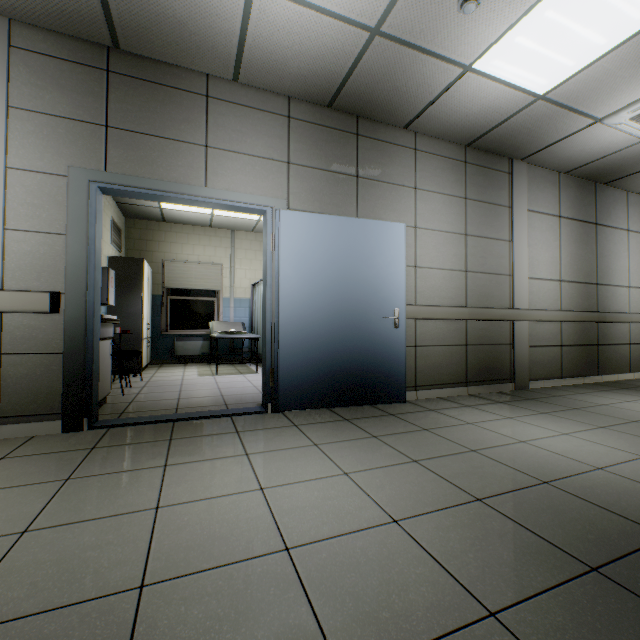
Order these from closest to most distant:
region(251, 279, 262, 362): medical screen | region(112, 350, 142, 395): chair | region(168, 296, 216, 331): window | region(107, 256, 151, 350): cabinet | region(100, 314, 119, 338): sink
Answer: region(100, 314, 119, 338): sink → region(112, 350, 142, 395): chair → region(107, 256, 151, 350): cabinet → region(251, 279, 262, 362): medical screen → region(168, 296, 216, 331): window

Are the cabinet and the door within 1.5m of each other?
no

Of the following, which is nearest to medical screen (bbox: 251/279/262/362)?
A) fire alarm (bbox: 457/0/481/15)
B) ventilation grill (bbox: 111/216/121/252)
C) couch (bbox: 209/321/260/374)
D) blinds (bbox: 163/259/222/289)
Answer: couch (bbox: 209/321/260/374)

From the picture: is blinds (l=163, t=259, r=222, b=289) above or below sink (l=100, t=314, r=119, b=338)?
above

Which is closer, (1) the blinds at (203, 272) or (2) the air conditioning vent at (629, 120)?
(2) the air conditioning vent at (629, 120)

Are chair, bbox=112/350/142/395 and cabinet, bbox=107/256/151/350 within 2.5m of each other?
yes

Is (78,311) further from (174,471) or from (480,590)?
(480,590)

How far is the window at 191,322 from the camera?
7.6 meters
